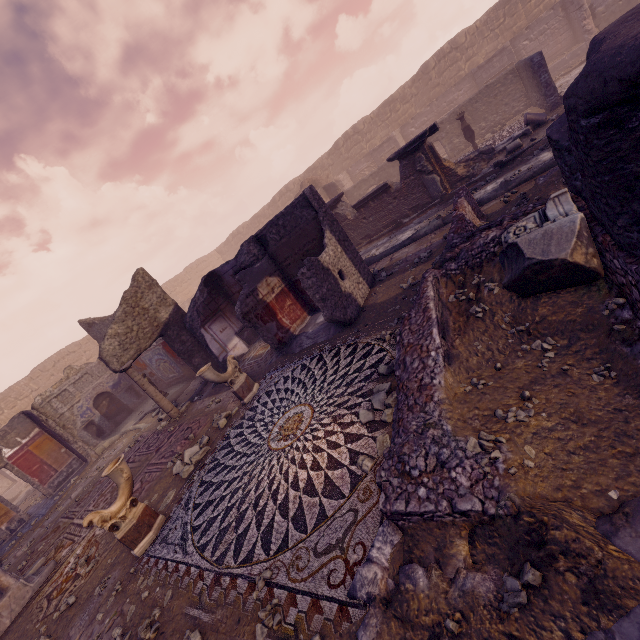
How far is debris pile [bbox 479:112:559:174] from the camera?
9.7 meters

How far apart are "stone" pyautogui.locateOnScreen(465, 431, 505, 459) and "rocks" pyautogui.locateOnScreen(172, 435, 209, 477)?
5.5m

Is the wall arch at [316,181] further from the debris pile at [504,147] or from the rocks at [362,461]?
the rocks at [362,461]

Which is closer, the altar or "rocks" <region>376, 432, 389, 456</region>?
"rocks" <region>376, 432, 389, 456</region>

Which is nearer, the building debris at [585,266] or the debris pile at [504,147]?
the building debris at [585,266]

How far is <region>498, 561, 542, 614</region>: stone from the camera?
1.7m

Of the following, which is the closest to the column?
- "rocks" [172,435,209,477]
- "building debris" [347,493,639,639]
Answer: "rocks" [172,435,209,477]

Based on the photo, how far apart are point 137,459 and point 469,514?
8.9m
